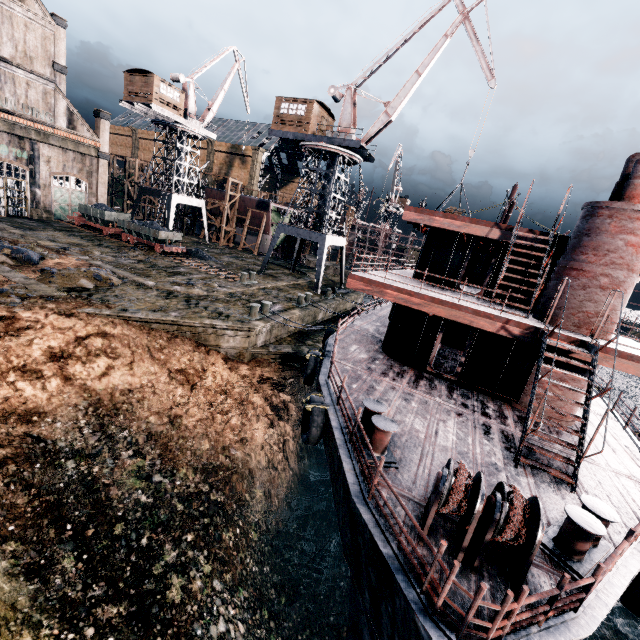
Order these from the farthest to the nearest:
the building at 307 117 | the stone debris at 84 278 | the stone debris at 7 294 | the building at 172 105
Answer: the building at 172 105 < the building at 307 117 < the stone debris at 84 278 < the stone debris at 7 294

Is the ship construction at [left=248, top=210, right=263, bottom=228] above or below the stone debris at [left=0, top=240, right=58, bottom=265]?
above

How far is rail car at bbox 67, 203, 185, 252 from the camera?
32.1 meters

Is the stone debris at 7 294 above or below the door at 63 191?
below

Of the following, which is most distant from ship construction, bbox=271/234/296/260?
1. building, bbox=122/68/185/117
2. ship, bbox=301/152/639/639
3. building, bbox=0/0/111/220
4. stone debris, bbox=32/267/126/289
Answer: stone debris, bbox=32/267/126/289

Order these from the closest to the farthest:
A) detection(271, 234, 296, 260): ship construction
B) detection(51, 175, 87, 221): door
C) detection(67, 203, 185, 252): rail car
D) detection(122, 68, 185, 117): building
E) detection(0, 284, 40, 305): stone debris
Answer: detection(0, 284, 40, 305): stone debris < detection(67, 203, 185, 252): rail car < detection(122, 68, 185, 117): building < detection(51, 175, 87, 221): door < detection(271, 234, 296, 260): ship construction

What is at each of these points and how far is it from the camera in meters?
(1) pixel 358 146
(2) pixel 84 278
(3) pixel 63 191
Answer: (1) crane, 28.9 m
(2) stone debris, 19.3 m
(3) door, 38.1 m

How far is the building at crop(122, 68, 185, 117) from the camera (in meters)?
36.00
